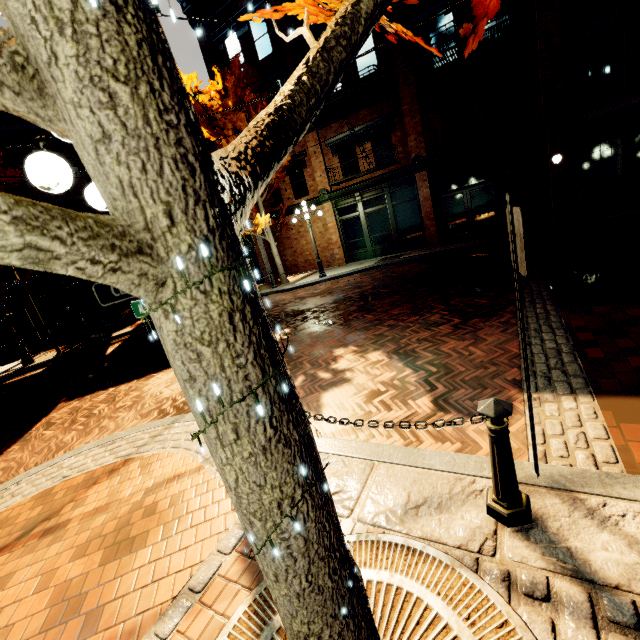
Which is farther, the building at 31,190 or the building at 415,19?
the building at 31,190

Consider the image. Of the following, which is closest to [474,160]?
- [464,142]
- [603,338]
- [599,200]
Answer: [464,142]

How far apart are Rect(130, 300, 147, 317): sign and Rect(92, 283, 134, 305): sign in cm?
17

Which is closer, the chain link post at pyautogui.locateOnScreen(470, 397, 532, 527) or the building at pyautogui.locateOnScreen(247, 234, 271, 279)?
the chain link post at pyautogui.locateOnScreen(470, 397, 532, 527)

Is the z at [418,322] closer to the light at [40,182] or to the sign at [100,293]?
the light at [40,182]

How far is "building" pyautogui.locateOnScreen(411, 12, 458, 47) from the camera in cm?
1184

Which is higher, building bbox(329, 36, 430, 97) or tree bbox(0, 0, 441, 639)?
building bbox(329, 36, 430, 97)

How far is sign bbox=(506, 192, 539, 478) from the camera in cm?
182
